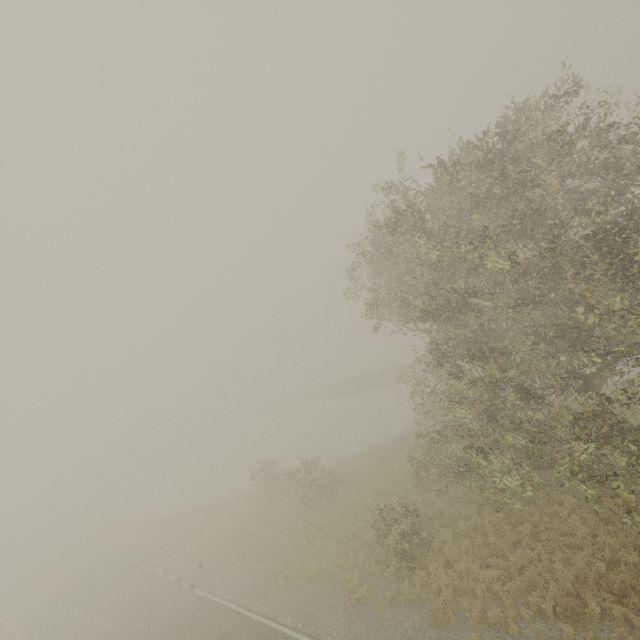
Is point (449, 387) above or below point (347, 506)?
above
